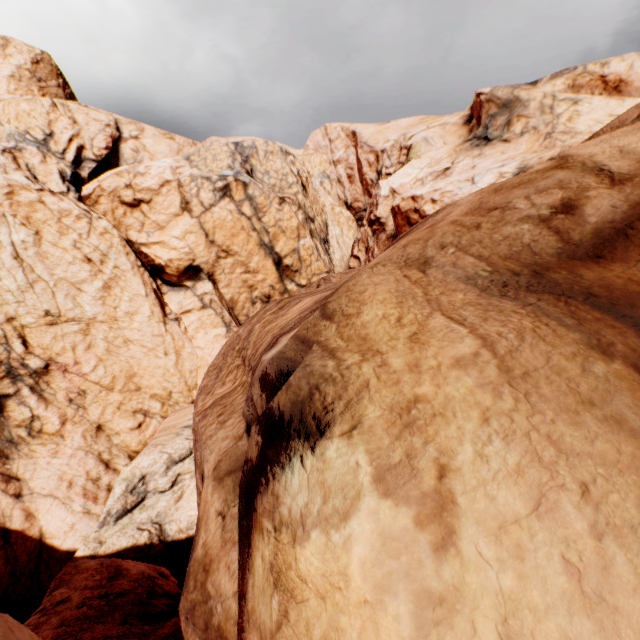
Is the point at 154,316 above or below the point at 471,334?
below
